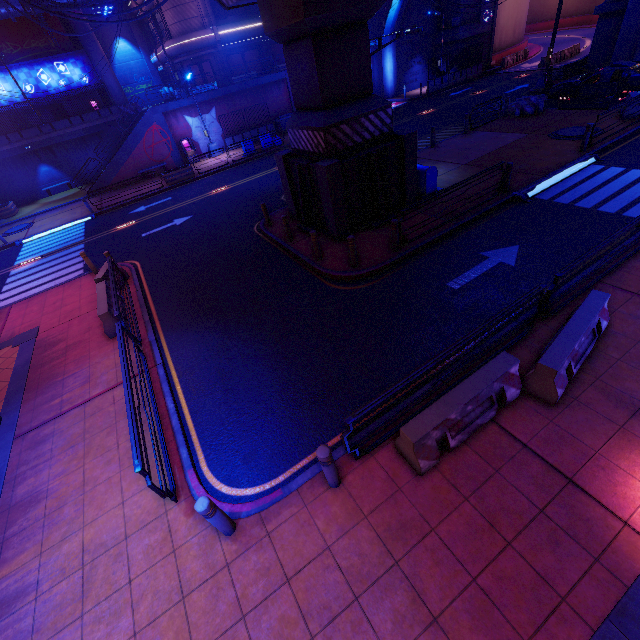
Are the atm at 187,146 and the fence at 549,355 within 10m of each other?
no

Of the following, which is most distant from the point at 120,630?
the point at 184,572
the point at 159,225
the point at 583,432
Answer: the point at 159,225

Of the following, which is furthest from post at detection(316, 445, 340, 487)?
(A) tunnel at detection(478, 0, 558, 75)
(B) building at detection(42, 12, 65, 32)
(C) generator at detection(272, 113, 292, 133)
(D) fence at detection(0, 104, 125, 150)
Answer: (B) building at detection(42, 12, 65, 32)

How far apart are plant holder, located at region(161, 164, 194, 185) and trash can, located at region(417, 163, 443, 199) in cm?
1811

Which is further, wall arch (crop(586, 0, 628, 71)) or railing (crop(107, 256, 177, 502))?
wall arch (crop(586, 0, 628, 71))

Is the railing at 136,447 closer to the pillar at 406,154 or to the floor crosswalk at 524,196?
the pillar at 406,154

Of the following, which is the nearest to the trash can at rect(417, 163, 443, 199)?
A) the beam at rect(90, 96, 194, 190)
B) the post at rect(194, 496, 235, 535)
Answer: the post at rect(194, 496, 235, 535)

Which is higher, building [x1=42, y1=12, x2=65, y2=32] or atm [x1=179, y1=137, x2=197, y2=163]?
building [x1=42, y1=12, x2=65, y2=32]
